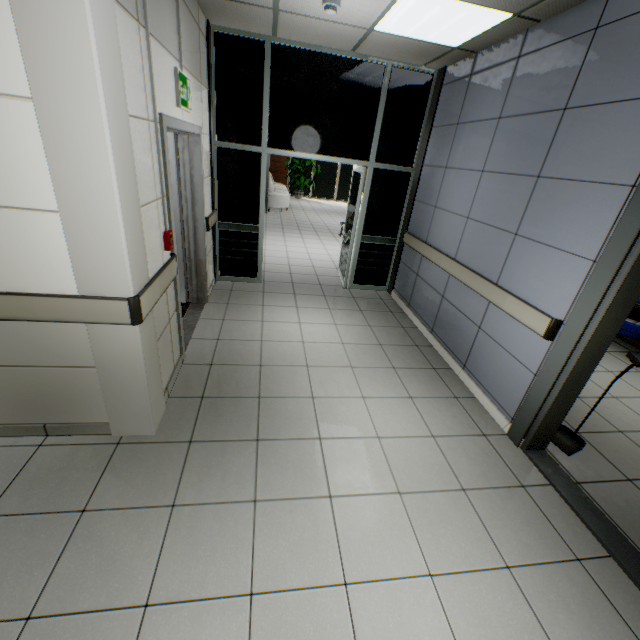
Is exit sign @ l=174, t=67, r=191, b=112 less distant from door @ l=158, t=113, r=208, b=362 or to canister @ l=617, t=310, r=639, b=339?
door @ l=158, t=113, r=208, b=362

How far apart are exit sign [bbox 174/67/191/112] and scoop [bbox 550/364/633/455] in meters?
4.4

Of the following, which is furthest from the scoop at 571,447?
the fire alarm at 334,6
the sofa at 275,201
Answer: the sofa at 275,201

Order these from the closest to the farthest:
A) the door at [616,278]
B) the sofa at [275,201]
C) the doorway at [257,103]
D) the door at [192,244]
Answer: the door at [616,278]
the door at [192,244]
the doorway at [257,103]
the sofa at [275,201]

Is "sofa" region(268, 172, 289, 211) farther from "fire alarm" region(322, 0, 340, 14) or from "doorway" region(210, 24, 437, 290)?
"fire alarm" region(322, 0, 340, 14)

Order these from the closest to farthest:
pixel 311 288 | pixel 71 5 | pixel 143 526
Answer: pixel 71 5 < pixel 143 526 < pixel 311 288

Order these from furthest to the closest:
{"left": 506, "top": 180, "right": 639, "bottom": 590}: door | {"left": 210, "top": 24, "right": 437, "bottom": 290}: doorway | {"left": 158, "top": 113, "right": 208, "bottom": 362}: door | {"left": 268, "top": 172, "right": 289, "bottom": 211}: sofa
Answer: {"left": 268, "top": 172, "right": 289, "bottom": 211}: sofa < {"left": 210, "top": 24, "right": 437, "bottom": 290}: doorway < {"left": 158, "top": 113, "right": 208, "bottom": 362}: door < {"left": 506, "top": 180, "right": 639, "bottom": 590}: door

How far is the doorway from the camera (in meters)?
4.16
